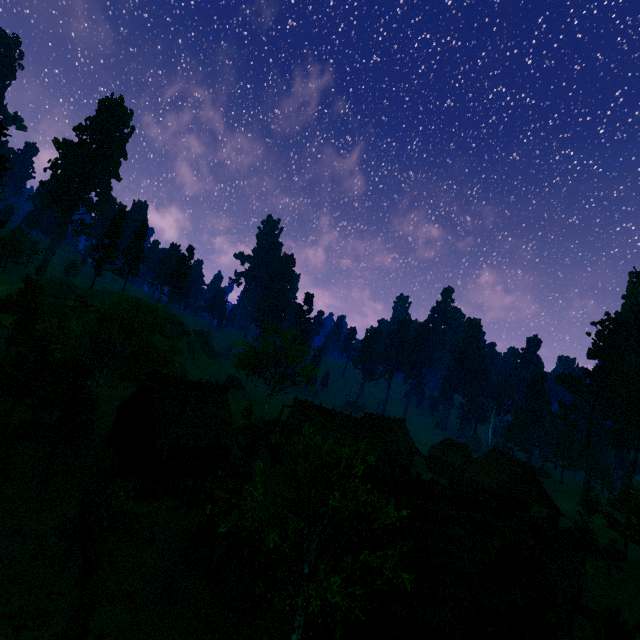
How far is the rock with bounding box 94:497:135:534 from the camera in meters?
19.2

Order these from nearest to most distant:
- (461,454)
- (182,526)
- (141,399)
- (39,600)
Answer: (39,600) < (182,526) < (141,399) < (461,454)

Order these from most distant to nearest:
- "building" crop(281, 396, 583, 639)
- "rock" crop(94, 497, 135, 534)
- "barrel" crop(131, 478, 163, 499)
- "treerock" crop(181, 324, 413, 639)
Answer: "barrel" crop(131, 478, 163, 499) → "rock" crop(94, 497, 135, 534) → "building" crop(281, 396, 583, 639) → "treerock" crop(181, 324, 413, 639)

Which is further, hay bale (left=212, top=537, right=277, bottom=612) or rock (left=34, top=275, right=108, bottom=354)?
rock (left=34, top=275, right=108, bottom=354)

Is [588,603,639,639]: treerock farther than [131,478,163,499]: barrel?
No

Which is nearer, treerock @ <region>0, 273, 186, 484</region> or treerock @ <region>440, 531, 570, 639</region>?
treerock @ <region>440, 531, 570, 639</region>

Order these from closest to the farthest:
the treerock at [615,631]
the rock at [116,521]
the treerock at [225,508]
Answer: the treerock at [615,631], the treerock at [225,508], the rock at [116,521]

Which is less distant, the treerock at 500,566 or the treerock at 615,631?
the treerock at 615,631
